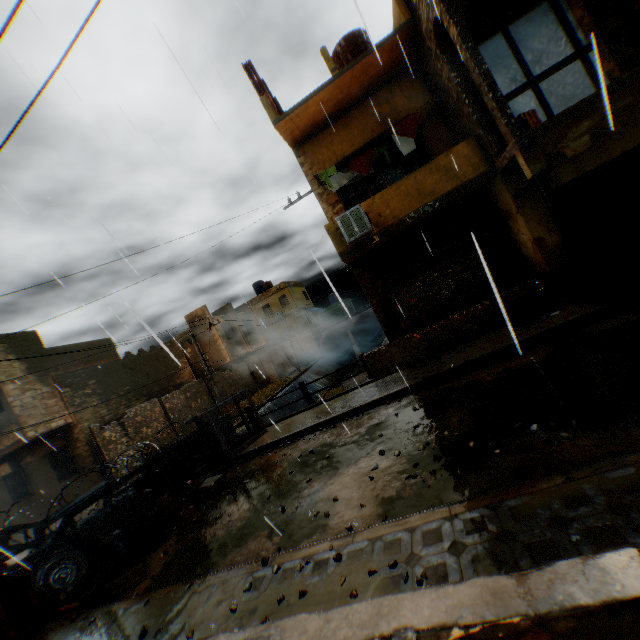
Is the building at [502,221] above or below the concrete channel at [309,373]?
above

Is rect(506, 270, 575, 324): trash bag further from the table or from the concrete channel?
the table

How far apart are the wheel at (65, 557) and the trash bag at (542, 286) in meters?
10.7

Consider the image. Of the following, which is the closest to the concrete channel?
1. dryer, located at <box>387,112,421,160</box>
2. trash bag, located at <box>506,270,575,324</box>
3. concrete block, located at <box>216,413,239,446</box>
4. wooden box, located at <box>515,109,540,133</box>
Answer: concrete block, located at <box>216,413,239,446</box>

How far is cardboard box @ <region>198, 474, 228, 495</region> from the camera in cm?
766

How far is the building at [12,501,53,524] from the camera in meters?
16.7

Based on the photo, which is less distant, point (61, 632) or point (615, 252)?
point (61, 632)

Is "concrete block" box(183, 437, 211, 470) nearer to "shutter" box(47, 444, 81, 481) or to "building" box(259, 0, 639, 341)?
"building" box(259, 0, 639, 341)
